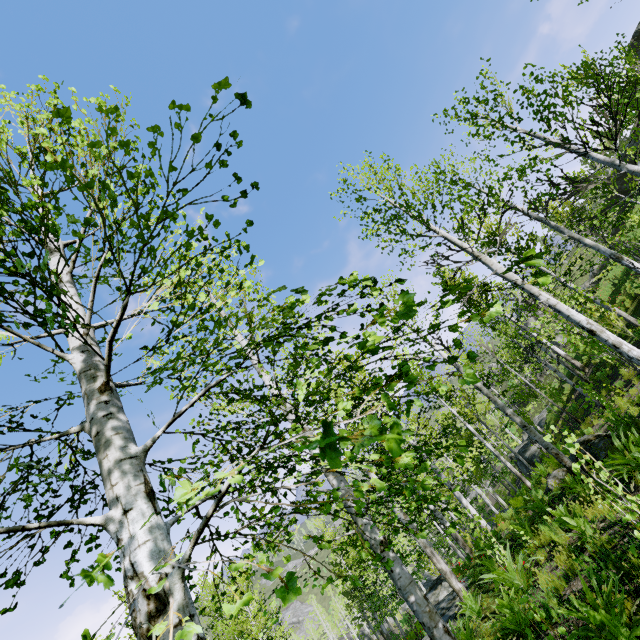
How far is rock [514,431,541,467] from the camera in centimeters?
2311cm

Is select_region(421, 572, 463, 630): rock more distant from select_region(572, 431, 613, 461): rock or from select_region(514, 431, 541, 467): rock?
select_region(514, 431, 541, 467): rock

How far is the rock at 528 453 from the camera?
23.1 meters

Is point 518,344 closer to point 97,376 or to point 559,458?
point 559,458

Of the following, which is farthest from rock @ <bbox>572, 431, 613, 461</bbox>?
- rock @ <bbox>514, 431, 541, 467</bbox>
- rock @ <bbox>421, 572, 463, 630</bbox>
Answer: rock @ <bbox>514, 431, 541, 467</bbox>

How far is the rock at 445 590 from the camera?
10.3 meters

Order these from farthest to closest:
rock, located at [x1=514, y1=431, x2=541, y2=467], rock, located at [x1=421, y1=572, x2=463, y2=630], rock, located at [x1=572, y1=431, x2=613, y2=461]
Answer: rock, located at [x1=514, y1=431, x2=541, y2=467] < rock, located at [x1=421, y1=572, x2=463, y2=630] < rock, located at [x1=572, y1=431, x2=613, y2=461]
